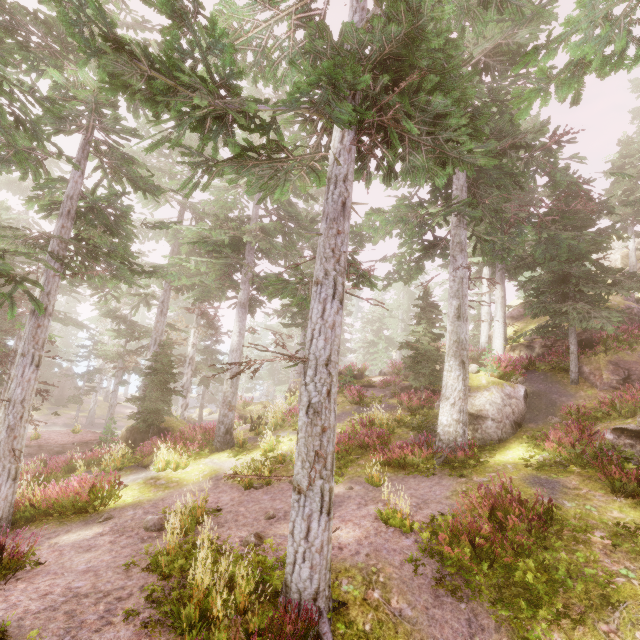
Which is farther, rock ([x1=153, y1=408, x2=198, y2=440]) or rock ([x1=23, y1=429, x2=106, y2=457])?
rock ([x1=23, y1=429, x2=106, y2=457])

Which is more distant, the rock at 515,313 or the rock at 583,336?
the rock at 515,313

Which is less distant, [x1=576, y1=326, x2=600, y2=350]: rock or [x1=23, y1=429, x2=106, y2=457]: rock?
[x1=576, y1=326, x2=600, y2=350]: rock

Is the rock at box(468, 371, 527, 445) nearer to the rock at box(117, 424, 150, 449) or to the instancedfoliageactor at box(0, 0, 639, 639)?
the instancedfoliageactor at box(0, 0, 639, 639)

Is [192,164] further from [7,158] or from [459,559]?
[459,559]

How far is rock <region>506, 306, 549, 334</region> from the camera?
21.5m

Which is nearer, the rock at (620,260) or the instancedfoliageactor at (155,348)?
the instancedfoliageactor at (155,348)
